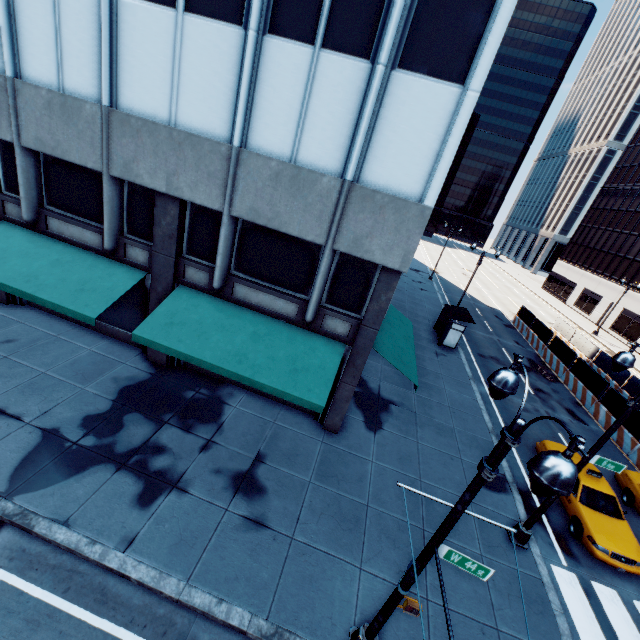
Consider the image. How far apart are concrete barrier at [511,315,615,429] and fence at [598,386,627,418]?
0.0 meters

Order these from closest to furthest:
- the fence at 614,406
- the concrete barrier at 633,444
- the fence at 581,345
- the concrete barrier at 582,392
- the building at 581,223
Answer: the concrete barrier at 633,444, the fence at 614,406, the concrete barrier at 582,392, the fence at 581,345, the building at 581,223

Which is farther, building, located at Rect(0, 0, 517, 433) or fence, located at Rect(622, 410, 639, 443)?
fence, located at Rect(622, 410, 639, 443)

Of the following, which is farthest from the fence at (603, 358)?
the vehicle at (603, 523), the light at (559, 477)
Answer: the light at (559, 477)

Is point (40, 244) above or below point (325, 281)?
below

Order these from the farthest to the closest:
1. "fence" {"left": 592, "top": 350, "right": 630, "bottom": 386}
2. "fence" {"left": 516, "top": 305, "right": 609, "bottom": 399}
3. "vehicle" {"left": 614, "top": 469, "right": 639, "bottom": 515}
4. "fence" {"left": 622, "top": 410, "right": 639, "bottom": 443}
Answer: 1. "fence" {"left": 592, "top": 350, "right": 630, "bottom": 386}
2. "fence" {"left": 516, "top": 305, "right": 609, "bottom": 399}
3. "fence" {"left": 622, "top": 410, "right": 639, "bottom": 443}
4. "vehicle" {"left": 614, "top": 469, "right": 639, "bottom": 515}

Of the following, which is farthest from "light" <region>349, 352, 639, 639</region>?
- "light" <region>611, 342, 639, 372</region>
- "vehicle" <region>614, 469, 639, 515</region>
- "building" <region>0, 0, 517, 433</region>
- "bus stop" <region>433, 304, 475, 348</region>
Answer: "bus stop" <region>433, 304, 475, 348</region>

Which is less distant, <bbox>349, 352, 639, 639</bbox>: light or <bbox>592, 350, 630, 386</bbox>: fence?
<bbox>349, 352, 639, 639</bbox>: light
